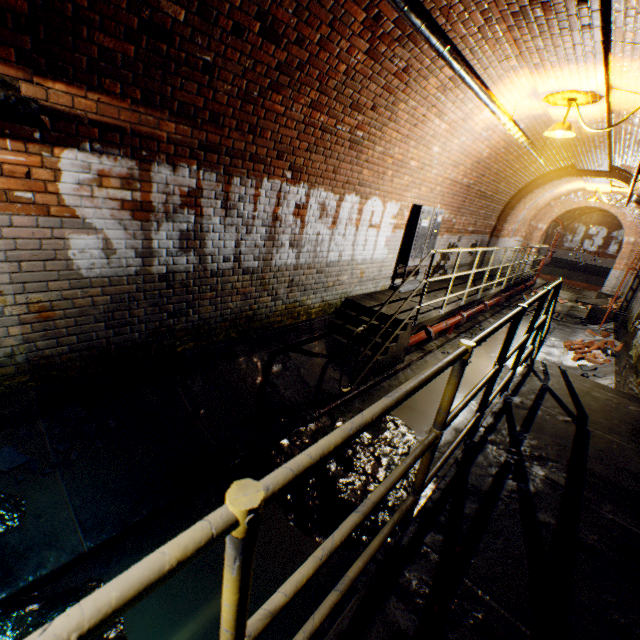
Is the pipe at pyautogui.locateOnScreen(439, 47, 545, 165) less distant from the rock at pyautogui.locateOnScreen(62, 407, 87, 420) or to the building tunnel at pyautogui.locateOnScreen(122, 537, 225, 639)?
the building tunnel at pyautogui.locateOnScreen(122, 537, 225, 639)

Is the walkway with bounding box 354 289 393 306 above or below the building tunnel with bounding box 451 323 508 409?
above

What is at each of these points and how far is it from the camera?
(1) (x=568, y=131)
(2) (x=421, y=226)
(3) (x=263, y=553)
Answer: (1) ceiling light, 4.92m
(2) electrical box, 7.00m
(3) building tunnel, 2.63m

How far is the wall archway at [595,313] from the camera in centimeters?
1057cm

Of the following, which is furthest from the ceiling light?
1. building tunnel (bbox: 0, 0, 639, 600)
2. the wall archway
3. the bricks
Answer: the wall archway

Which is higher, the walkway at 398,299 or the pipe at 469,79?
the pipe at 469,79

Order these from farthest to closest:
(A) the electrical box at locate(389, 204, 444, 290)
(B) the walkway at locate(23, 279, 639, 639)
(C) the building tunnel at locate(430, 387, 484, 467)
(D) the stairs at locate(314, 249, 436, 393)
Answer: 1. (A) the electrical box at locate(389, 204, 444, 290)
2. (D) the stairs at locate(314, 249, 436, 393)
3. (C) the building tunnel at locate(430, 387, 484, 467)
4. (B) the walkway at locate(23, 279, 639, 639)

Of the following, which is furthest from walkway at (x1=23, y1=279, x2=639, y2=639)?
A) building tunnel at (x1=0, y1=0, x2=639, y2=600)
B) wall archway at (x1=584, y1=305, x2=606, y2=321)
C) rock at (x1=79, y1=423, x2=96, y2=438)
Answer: wall archway at (x1=584, y1=305, x2=606, y2=321)
